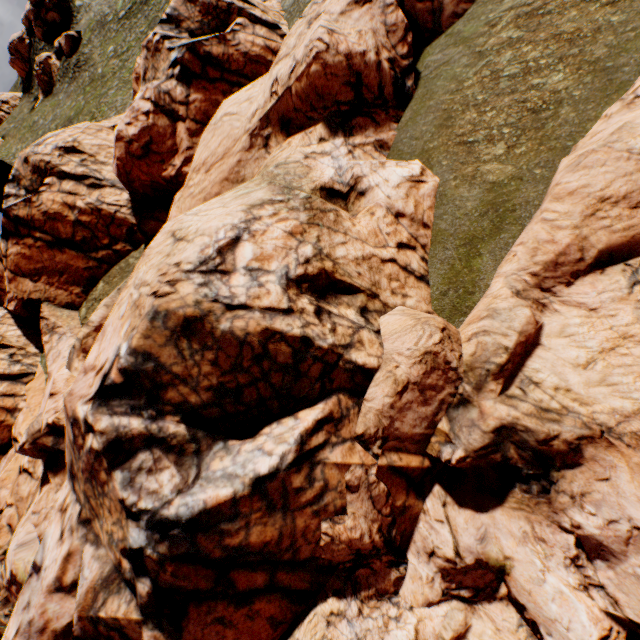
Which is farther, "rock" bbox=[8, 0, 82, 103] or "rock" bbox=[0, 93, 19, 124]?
"rock" bbox=[0, 93, 19, 124]

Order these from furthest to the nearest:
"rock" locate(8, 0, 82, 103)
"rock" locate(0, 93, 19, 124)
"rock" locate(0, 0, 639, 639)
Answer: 1. "rock" locate(0, 93, 19, 124)
2. "rock" locate(8, 0, 82, 103)
3. "rock" locate(0, 0, 639, 639)

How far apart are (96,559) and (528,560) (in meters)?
9.83

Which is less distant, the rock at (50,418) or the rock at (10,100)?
the rock at (50,418)

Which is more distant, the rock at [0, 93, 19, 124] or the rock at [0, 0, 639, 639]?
the rock at [0, 93, 19, 124]

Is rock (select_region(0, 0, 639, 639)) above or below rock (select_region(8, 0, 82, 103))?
below

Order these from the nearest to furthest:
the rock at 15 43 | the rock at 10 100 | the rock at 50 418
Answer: the rock at 50 418 < the rock at 15 43 < the rock at 10 100
